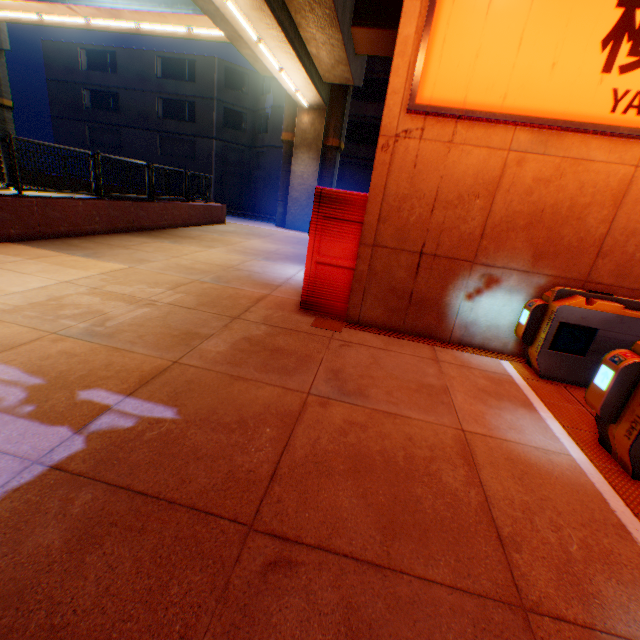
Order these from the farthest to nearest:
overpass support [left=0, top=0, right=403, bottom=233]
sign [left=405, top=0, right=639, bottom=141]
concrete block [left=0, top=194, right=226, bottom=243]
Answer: overpass support [left=0, top=0, right=403, bottom=233] → concrete block [left=0, top=194, right=226, bottom=243] → sign [left=405, top=0, right=639, bottom=141]

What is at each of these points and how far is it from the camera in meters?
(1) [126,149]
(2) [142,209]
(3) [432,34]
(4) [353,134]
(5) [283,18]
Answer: (1) building, 30.2 m
(2) concrete block, 10.7 m
(3) sign, 3.8 m
(4) building, 26.8 m
(5) overpass support, 9.1 m

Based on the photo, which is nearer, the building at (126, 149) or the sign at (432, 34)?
the sign at (432, 34)

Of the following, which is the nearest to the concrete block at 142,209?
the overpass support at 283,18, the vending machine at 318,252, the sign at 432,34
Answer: the overpass support at 283,18

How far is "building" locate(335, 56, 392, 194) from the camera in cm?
2462

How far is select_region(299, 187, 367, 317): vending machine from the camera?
5.0m

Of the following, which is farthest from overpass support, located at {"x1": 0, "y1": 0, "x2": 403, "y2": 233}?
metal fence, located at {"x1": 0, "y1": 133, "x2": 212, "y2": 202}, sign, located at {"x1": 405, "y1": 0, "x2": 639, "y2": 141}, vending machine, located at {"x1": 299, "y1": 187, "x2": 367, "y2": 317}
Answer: vending machine, located at {"x1": 299, "y1": 187, "x2": 367, "y2": 317}
